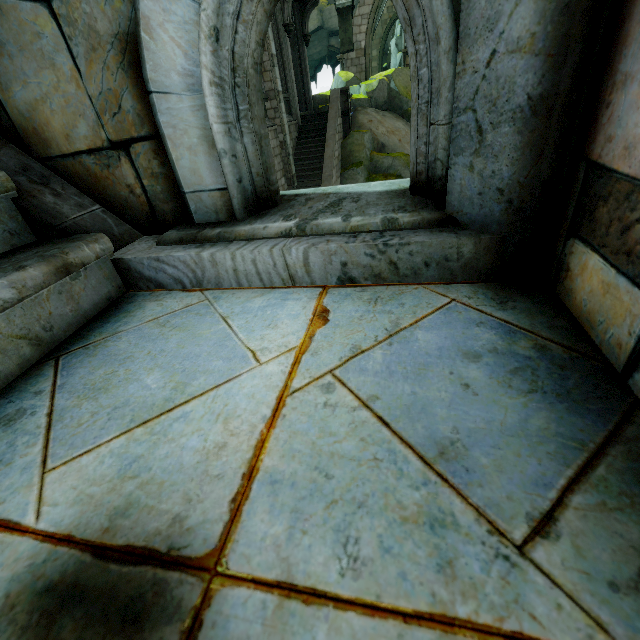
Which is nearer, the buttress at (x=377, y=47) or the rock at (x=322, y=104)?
the rock at (x=322, y=104)

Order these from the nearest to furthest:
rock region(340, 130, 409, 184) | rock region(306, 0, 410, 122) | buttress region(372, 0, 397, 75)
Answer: rock region(340, 130, 409, 184), rock region(306, 0, 410, 122), buttress region(372, 0, 397, 75)

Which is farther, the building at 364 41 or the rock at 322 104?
the building at 364 41

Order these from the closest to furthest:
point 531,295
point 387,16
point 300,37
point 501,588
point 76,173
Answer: point 501,588 → point 531,295 → point 76,173 → point 300,37 → point 387,16

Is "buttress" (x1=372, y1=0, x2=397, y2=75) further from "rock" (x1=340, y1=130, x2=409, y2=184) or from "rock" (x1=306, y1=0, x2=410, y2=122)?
"rock" (x1=340, y1=130, x2=409, y2=184)

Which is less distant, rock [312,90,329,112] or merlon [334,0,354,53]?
rock [312,90,329,112]

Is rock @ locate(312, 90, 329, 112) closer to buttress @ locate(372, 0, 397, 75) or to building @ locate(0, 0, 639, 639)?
building @ locate(0, 0, 639, 639)

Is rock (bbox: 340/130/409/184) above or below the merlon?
below
